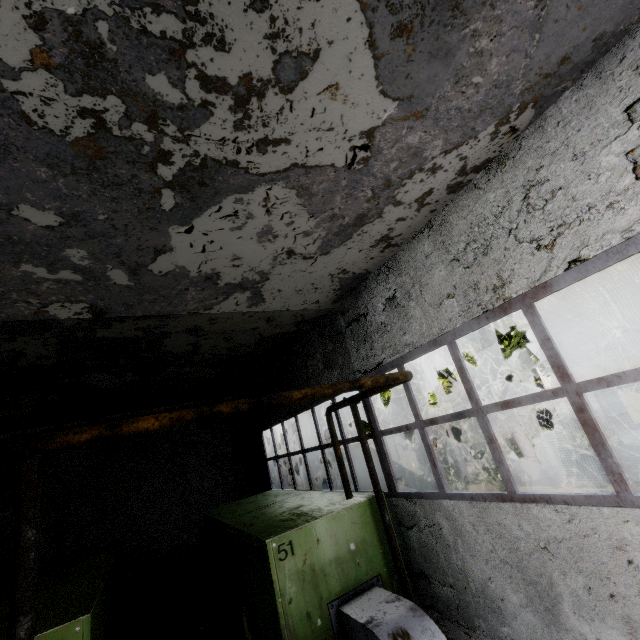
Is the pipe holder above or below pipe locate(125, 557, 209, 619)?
above

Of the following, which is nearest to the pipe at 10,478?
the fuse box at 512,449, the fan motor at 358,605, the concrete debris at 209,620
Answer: the concrete debris at 209,620

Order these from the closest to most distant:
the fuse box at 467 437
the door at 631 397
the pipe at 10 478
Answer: the pipe at 10 478 → the door at 631 397 → the fuse box at 467 437

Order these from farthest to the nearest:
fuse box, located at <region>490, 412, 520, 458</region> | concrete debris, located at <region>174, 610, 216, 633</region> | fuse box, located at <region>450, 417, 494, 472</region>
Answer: Result:
1. fuse box, located at <region>490, 412, 520, 458</region>
2. fuse box, located at <region>450, 417, 494, 472</region>
3. concrete debris, located at <region>174, 610, 216, 633</region>

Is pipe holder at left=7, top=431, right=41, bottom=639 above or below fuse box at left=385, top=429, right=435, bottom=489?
above

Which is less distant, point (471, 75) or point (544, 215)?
point (471, 75)

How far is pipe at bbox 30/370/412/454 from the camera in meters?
2.3 m

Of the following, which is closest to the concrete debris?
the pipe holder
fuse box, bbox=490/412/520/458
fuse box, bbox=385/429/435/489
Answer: fuse box, bbox=385/429/435/489
